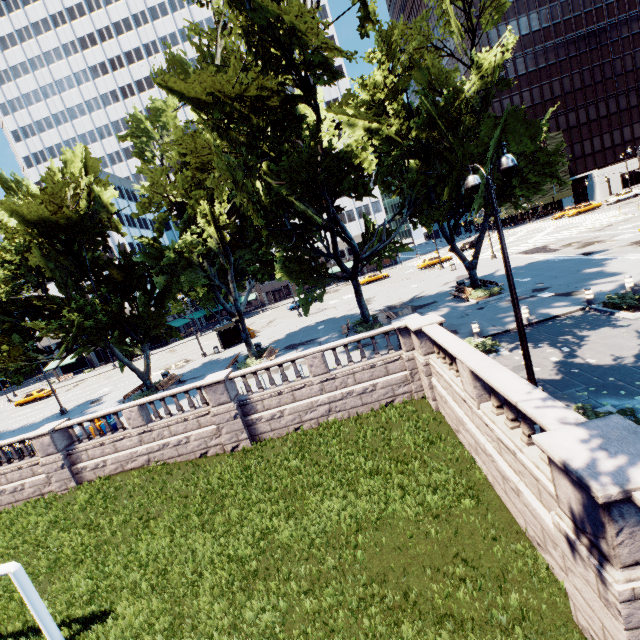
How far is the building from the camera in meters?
57.2 m

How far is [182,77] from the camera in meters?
12.2 m

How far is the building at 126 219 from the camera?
57.19m

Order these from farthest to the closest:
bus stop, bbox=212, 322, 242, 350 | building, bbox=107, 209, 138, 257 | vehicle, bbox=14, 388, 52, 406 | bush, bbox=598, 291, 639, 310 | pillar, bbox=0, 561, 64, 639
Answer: building, bbox=107, 209, 138, 257, vehicle, bbox=14, 388, 52, 406, bus stop, bbox=212, 322, 242, 350, bush, bbox=598, 291, 639, 310, pillar, bbox=0, 561, 64, 639

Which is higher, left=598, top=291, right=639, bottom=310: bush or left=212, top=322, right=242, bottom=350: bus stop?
left=212, top=322, right=242, bottom=350: bus stop

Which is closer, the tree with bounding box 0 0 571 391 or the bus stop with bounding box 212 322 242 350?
the tree with bounding box 0 0 571 391

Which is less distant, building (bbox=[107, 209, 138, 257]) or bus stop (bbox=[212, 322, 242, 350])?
bus stop (bbox=[212, 322, 242, 350])

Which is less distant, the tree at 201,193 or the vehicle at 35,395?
the tree at 201,193
